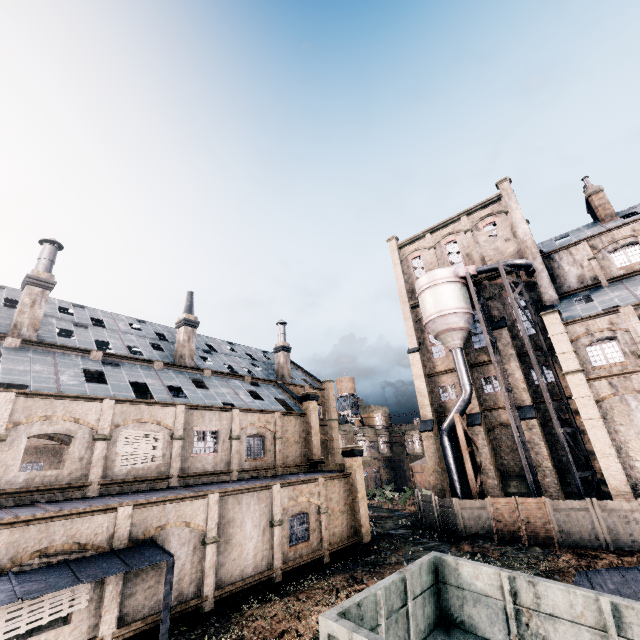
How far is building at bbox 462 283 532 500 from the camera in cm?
2866

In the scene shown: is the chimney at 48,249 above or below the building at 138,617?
above

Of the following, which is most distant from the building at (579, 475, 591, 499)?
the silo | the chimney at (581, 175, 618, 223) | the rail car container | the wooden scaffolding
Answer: the rail car container

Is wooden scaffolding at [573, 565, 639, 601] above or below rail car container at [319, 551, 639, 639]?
below

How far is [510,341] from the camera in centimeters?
3119cm

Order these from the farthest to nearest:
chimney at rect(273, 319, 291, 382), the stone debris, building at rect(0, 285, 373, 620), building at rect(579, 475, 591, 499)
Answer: chimney at rect(273, 319, 291, 382) < building at rect(579, 475, 591, 499) < the stone debris < building at rect(0, 285, 373, 620)

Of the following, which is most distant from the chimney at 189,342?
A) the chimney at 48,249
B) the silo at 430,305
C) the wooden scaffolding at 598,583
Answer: the wooden scaffolding at 598,583

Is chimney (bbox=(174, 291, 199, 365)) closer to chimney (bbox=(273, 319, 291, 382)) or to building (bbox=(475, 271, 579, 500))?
building (bbox=(475, 271, 579, 500))
